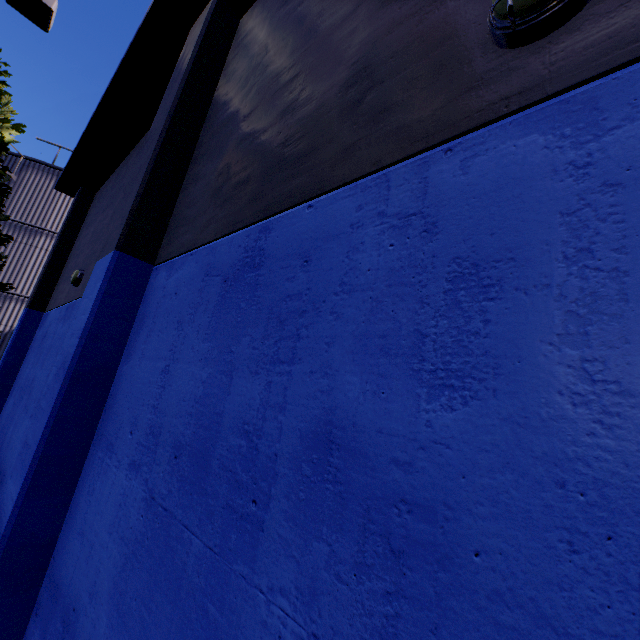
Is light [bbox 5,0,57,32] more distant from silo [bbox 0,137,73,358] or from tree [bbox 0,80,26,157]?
silo [bbox 0,137,73,358]

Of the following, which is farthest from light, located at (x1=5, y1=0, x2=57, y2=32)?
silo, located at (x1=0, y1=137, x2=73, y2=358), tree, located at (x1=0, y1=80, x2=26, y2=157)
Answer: silo, located at (x1=0, y1=137, x2=73, y2=358)

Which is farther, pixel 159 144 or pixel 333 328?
pixel 159 144

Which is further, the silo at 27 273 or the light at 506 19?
the silo at 27 273

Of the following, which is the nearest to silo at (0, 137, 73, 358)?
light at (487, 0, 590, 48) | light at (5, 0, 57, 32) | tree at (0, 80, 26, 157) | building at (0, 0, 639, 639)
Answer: building at (0, 0, 639, 639)

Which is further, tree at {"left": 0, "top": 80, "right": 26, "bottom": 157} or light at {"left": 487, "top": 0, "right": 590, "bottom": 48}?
tree at {"left": 0, "top": 80, "right": 26, "bottom": 157}

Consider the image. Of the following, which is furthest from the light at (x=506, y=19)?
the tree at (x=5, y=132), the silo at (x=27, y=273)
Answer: the silo at (x=27, y=273)
